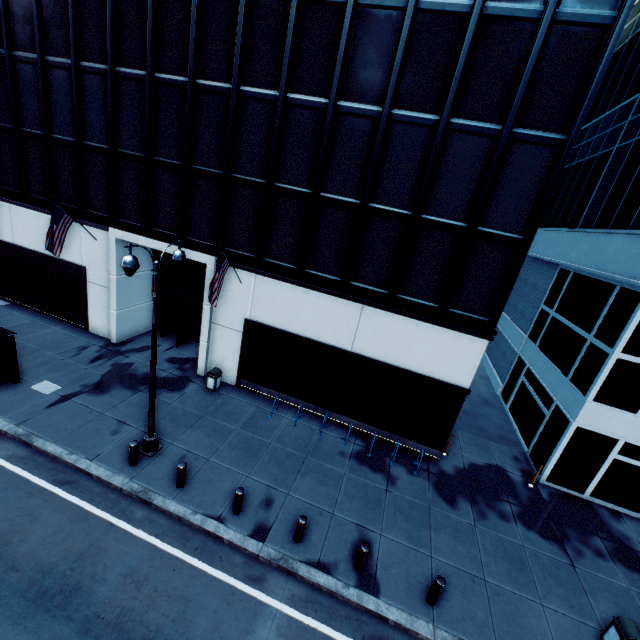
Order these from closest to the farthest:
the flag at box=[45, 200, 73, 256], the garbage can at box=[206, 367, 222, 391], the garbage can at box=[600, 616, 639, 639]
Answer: the garbage can at box=[600, 616, 639, 639]
the flag at box=[45, 200, 73, 256]
the garbage can at box=[206, 367, 222, 391]

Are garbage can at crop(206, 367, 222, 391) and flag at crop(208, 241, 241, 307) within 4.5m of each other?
yes

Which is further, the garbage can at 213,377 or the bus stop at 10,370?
the garbage can at 213,377

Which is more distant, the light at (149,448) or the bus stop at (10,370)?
the bus stop at (10,370)

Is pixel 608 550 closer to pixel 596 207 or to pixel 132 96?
pixel 596 207

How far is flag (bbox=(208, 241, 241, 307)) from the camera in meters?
12.4

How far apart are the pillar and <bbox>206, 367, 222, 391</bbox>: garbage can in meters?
11.2 m

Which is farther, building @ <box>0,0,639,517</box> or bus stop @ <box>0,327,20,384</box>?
bus stop @ <box>0,327,20,384</box>
